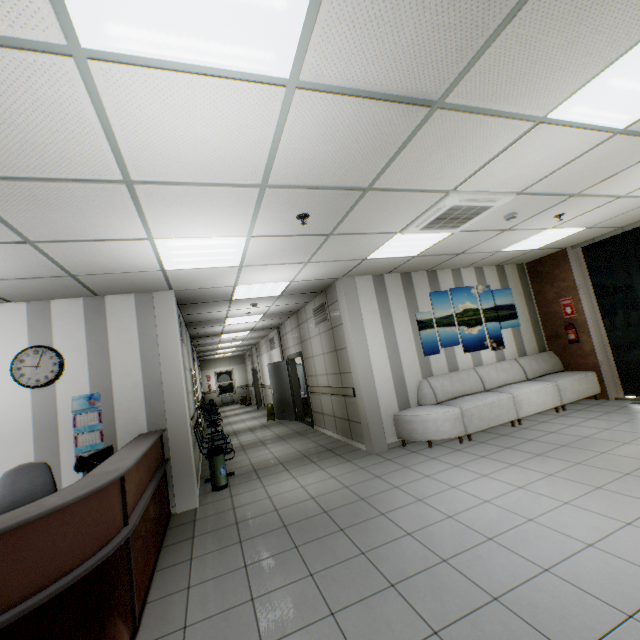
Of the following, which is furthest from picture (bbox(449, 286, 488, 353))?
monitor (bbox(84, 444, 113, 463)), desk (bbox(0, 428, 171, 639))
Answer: monitor (bbox(84, 444, 113, 463))

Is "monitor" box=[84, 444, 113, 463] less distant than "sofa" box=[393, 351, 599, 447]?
Yes

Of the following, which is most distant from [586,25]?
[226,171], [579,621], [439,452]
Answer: [439,452]

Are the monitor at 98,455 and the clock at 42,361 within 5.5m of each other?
yes

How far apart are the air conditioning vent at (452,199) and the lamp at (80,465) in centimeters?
421cm

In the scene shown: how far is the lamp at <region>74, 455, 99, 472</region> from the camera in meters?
3.1 m

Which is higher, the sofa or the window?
the window

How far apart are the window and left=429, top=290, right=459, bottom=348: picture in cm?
1825
